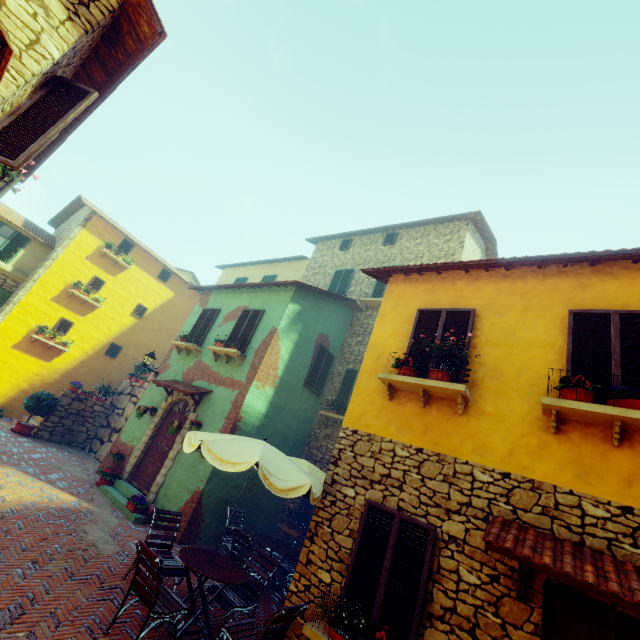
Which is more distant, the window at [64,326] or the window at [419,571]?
the window at [64,326]

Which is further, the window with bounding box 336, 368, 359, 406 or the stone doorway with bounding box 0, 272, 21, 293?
the stone doorway with bounding box 0, 272, 21, 293

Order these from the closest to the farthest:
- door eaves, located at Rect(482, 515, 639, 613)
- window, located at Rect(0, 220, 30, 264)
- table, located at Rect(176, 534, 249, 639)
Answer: door eaves, located at Rect(482, 515, 639, 613), table, located at Rect(176, 534, 249, 639), window, located at Rect(0, 220, 30, 264)

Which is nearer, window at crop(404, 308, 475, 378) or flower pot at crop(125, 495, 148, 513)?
window at crop(404, 308, 475, 378)

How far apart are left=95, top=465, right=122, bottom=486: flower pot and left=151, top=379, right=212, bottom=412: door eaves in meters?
2.4 m

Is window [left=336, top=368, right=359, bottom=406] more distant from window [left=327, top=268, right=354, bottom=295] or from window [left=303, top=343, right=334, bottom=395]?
window [left=327, top=268, right=354, bottom=295]

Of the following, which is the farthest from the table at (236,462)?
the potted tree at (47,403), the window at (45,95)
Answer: the potted tree at (47,403)

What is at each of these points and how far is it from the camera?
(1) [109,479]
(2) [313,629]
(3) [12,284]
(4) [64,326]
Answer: (1) flower pot, 9.79m
(2) window sill, 4.36m
(3) stone doorway, 14.75m
(4) window, 15.28m
